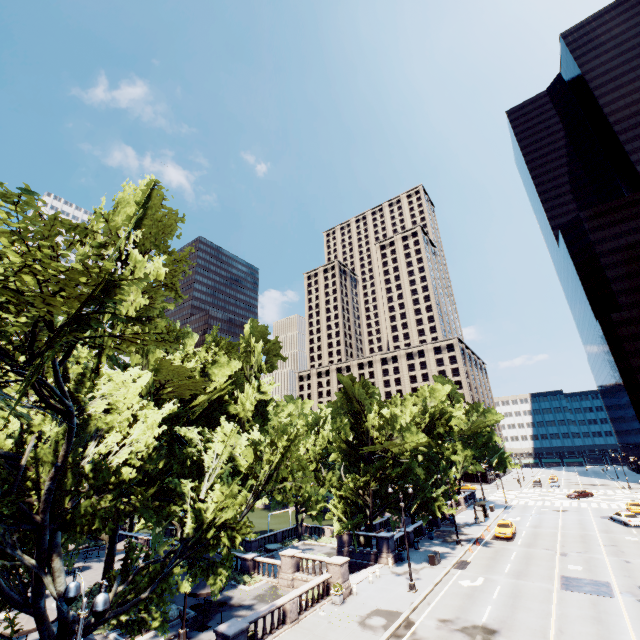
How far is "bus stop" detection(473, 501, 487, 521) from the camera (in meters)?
46.43

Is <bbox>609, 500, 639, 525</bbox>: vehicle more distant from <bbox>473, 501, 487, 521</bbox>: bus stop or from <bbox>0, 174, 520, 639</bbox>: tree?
<bbox>473, 501, 487, 521</bbox>: bus stop

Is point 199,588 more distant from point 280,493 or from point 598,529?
point 598,529

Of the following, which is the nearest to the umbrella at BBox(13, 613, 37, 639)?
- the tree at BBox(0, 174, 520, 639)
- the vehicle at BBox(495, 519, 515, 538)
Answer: the tree at BBox(0, 174, 520, 639)

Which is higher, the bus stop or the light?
the light

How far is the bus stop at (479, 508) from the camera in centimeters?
4643cm

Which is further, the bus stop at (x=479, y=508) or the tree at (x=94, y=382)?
the bus stop at (x=479, y=508)

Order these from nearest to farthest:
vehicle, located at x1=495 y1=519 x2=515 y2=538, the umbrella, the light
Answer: the light → the umbrella → vehicle, located at x1=495 y1=519 x2=515 y2=538
